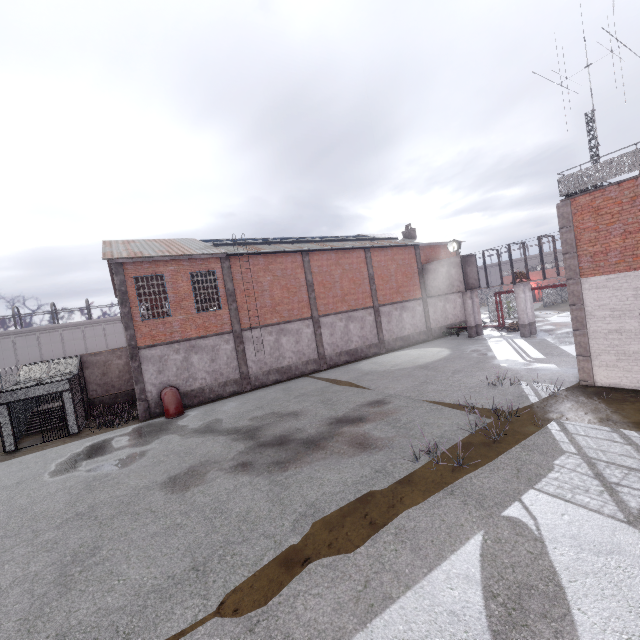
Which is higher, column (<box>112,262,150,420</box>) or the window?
the window

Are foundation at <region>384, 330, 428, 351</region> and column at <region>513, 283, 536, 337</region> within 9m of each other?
yes

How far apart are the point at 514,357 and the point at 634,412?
8.9m

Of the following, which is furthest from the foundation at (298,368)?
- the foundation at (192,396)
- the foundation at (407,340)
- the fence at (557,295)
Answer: the fence at (557,295)

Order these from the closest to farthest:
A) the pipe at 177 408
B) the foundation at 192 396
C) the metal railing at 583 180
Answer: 1. the metal railing at 583 180
2. the pipe at 177 408
3. the foundation at 192 396

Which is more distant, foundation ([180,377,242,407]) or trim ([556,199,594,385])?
foundation ([180,377,242,407])

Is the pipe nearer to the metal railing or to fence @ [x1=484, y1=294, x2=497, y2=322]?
the metal railing

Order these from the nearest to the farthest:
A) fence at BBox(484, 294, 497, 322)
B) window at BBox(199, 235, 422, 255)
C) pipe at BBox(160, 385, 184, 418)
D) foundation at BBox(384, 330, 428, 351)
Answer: pipe at BBox(160, 385, 184, 418) → window at BBox(199, 235, 422, 255) → foundation at BBox(384, 330, 428, 351) → fence at BBox(484, 294, 497, 322)
